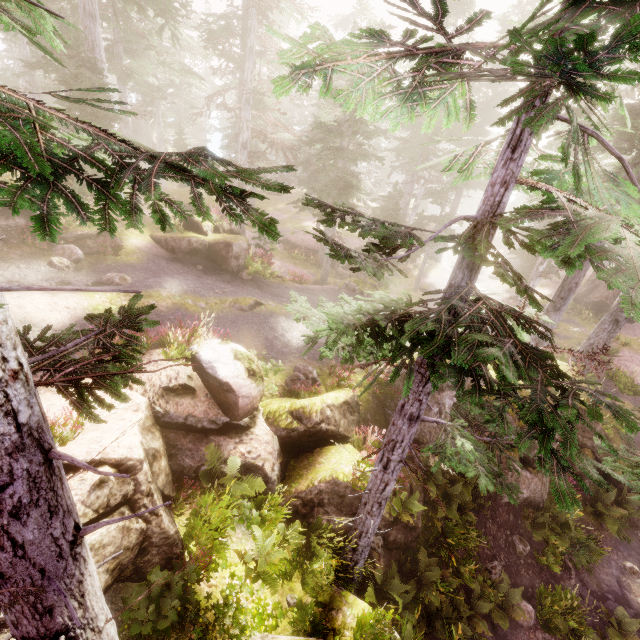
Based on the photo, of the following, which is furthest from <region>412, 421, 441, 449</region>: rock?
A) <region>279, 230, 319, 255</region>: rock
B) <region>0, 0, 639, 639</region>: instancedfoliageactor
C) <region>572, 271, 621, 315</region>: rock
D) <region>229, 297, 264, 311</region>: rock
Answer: <region>279, 230, 319, 255</region>: rock

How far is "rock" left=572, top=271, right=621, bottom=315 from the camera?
26.1 meters

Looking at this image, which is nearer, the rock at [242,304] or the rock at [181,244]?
the rock at [242,304]

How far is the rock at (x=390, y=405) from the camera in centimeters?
1201cm

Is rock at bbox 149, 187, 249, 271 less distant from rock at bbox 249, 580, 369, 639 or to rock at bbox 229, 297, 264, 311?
rock at bbox 249, 580, 369, 639

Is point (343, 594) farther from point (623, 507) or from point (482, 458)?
point (623, 507)

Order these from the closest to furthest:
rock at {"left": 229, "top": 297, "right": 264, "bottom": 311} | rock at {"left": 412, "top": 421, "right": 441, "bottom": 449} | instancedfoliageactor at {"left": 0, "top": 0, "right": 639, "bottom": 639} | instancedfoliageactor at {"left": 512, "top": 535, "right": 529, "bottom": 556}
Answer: instancedfoliageactor at {"left": 0, "top": 0, "right": 639, "bottom": 639}, rock at {"left": 412, "top": 421, "right": 441, "bottom": 449}, instancedfoliageactor at {"left": 512, "top": 535, "right": 529, "bottom": 556}, rock at {"left": 229, "top": 297, "right": 264, "bottom": 311}

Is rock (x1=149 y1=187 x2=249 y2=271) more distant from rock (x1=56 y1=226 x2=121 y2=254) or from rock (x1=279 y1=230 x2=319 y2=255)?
rock (x1=279 y1=230 x2=319 y2=255)
